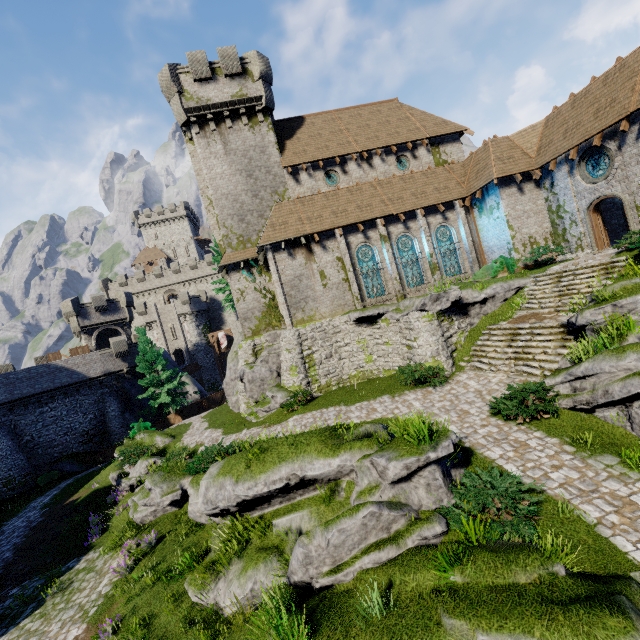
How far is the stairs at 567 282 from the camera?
14.4 meters

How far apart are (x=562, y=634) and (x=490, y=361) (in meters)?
12.01

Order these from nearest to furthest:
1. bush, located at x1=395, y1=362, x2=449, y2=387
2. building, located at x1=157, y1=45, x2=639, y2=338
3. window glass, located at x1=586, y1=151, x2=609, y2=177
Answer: bush, located at x1=395, y1=362, x2=449, y2=387
window glass, located at x1=586, y1=151, x2=609, y2=177
building, located at x1=157, y1=45, x2=639, y2=338

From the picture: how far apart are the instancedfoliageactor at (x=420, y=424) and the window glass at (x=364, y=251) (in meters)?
13.74

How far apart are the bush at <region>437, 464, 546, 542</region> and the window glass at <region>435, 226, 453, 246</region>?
17.1m

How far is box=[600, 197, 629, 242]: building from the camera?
21.5 meters

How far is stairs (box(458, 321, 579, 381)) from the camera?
12.62m

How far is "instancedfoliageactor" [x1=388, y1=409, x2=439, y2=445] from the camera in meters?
8.0 m
